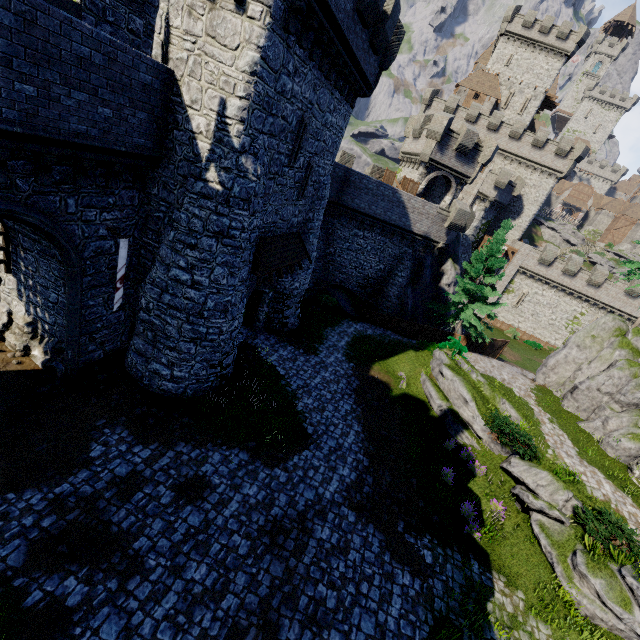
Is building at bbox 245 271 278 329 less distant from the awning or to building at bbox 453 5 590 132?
the awning

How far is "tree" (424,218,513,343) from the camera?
23.97m

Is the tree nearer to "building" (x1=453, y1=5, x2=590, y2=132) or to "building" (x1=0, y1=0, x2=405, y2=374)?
"building" (x1=0, y1=0, x2=405, y2=374)

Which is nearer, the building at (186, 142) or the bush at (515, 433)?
the building at (186, 142)

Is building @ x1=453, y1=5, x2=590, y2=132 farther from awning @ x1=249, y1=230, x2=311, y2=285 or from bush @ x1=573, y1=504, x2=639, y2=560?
bush @ x1=573, y1=504, x2=639, y2=560

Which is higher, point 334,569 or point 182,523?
point 334,569

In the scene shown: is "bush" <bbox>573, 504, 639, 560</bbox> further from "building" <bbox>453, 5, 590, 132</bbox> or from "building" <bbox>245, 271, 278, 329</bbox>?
"building" <bbox>453, 5, 590, 132</bbox>

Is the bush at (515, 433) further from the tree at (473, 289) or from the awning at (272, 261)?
the awning at (272, 261)
